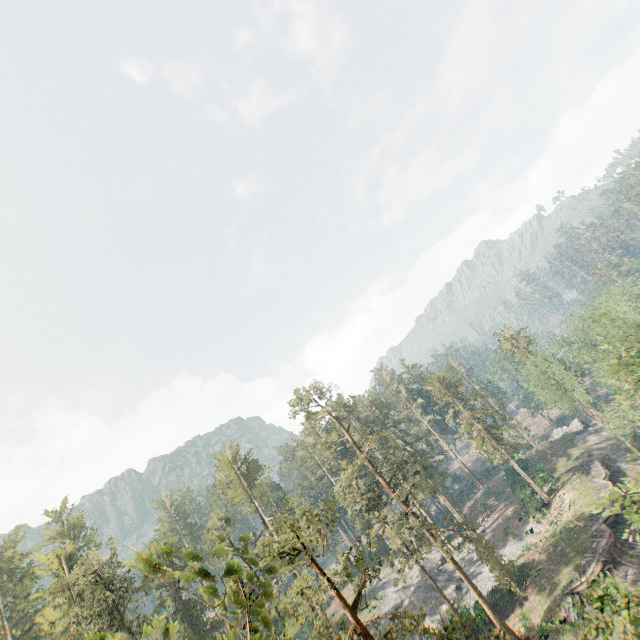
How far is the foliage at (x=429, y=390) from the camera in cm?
4947

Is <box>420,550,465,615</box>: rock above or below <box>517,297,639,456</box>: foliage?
below

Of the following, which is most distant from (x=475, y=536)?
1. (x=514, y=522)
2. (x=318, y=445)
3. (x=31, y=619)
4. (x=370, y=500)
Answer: (x=31, y=619)

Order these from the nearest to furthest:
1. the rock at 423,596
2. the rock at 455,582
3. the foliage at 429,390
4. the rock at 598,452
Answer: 1. the rock at 423,596
2. the rock at 455,582
3. the rock at 598,452
4. the foliage at 429,390

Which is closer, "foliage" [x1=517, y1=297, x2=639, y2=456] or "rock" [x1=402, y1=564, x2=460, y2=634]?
"foliage" [x1=517, y1=297, x2=639, y2=456]

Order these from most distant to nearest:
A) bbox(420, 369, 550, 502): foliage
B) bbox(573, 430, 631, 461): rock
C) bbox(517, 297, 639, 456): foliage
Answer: bbox(420, 369, 550, 502): foliage → bbox(573, 430, 631, 461): rock → bbox(517, 297, 639, 456): foliage

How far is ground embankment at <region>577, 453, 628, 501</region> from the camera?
41.1 meters

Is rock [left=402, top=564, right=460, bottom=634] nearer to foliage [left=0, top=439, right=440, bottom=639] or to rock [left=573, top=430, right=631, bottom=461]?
foliage [left=0, top=439, right=440, bottom=639]
